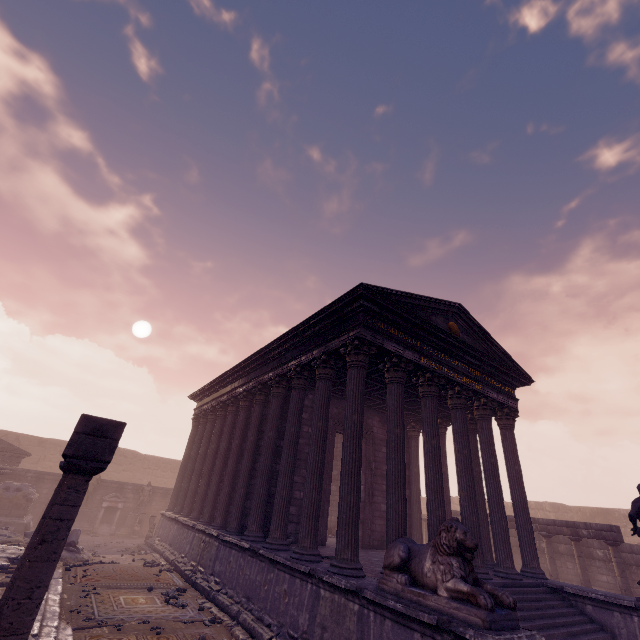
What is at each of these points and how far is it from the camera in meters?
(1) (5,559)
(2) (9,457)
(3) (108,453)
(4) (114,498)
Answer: (1) building debris, 8.9
(2) entablature, 18.3
(3) entablature, 4.3
(4) altar, 19.3

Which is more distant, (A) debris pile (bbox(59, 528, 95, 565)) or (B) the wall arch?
(B) the wall arch

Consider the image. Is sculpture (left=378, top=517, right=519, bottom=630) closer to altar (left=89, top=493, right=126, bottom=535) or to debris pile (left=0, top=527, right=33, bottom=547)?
debris pile (left=0, top=527, right=33, bottom=547)

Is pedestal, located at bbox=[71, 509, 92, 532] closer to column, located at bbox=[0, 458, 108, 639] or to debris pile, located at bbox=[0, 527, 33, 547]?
debris pile, located at bbox=[0, 527, 33, 547]

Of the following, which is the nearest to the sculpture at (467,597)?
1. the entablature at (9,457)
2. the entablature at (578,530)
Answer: the entablature at (578,530)

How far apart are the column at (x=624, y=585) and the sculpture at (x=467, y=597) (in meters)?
12.27

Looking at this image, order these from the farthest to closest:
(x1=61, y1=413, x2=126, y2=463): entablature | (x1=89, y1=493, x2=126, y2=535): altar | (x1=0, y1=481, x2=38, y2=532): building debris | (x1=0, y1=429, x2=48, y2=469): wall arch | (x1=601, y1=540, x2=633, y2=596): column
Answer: (x1=0, y1=429, x2=48, y2=469): wall arch < (x1=89, y1=493, x2=126, y2=535): altar < (x1=0, y1=481, x2=38, y2=532): building debris < (x1=601, y1=540, x2=633, y2=596): column < (x1=61, y1=413, x2=126, y2=463): entablature

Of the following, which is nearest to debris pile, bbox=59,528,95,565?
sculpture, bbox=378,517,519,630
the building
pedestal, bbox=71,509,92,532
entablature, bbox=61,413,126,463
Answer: the building
